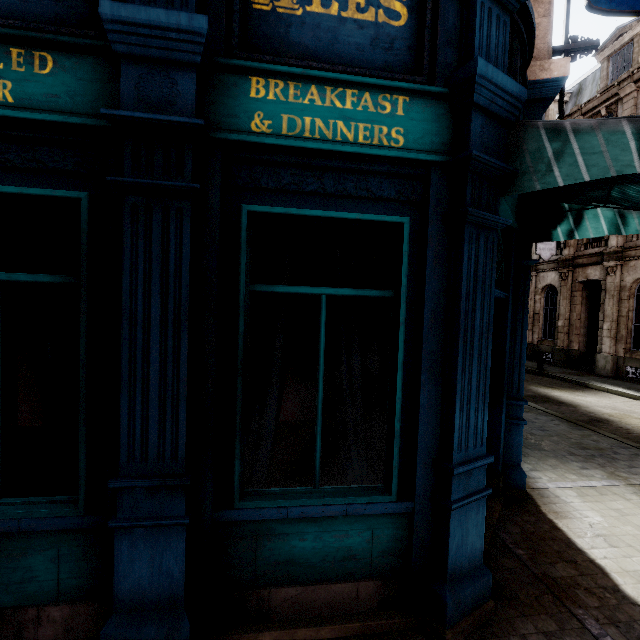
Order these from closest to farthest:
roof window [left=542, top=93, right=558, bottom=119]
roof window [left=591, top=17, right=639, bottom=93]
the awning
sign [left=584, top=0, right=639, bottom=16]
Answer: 1. the awning
2. sign [left=584, top=0, right=639, bottom=16]
3. roof window [left=591, top=17, right=639, bottom=93]
4. roof window [left=542, top=93, right=558, bottom=119]

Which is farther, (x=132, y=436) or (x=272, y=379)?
(x=272, y=379)

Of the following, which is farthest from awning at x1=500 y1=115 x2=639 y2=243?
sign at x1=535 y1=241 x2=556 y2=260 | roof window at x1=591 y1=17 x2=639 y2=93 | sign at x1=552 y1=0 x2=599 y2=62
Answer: roof window at x1=591 y1=17 x2=639 y2=93

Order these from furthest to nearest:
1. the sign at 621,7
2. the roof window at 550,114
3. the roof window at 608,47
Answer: the roof window at 550,114
the roof window at 608,47
the sign at 621,7

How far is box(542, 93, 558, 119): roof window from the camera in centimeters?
2016cm

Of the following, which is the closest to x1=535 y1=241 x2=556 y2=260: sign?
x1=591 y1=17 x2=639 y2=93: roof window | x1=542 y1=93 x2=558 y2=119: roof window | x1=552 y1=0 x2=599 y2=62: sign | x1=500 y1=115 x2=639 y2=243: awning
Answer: x1=591 y1=17 x2=639 y2=93: roof window

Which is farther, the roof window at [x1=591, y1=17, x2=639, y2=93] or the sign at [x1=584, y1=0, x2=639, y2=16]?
the roof window at [x1=591, y1=17, x2=639, y2=93]

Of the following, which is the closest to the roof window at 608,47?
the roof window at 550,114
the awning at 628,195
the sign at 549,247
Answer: the roof window at 550,114
